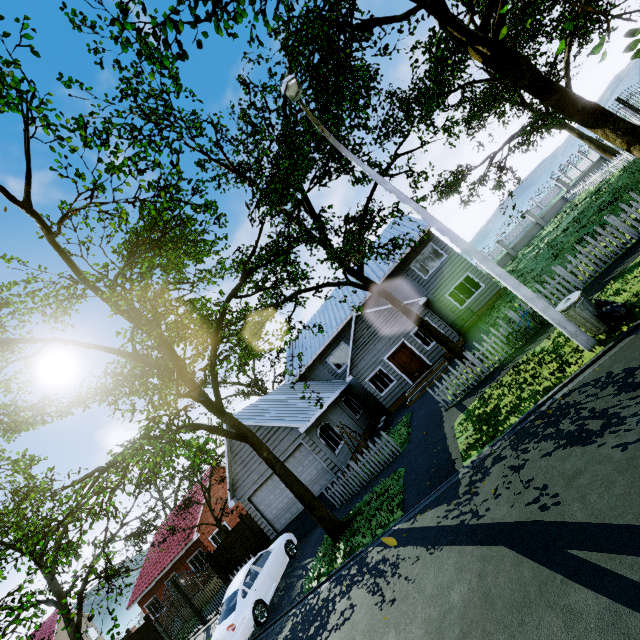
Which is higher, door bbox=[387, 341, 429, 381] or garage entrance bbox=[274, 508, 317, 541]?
door bbox=[387, 341, 429, 381]

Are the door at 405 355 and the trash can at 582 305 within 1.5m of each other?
no

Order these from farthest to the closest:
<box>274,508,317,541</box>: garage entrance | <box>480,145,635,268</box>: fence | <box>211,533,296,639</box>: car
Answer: <box>480,145,635,268</box>: fence, <box>274,508,317,541</box>: garage entrance, <box>211,533,296,639</box>: car

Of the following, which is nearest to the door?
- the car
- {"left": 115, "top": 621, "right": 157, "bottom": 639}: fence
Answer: the car

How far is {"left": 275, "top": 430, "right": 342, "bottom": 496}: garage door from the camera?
15.87m

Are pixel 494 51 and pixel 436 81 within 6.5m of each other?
yes

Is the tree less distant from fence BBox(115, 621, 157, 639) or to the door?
fence BBox(115, 621, 157, 639)

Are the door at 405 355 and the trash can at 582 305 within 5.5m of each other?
no
